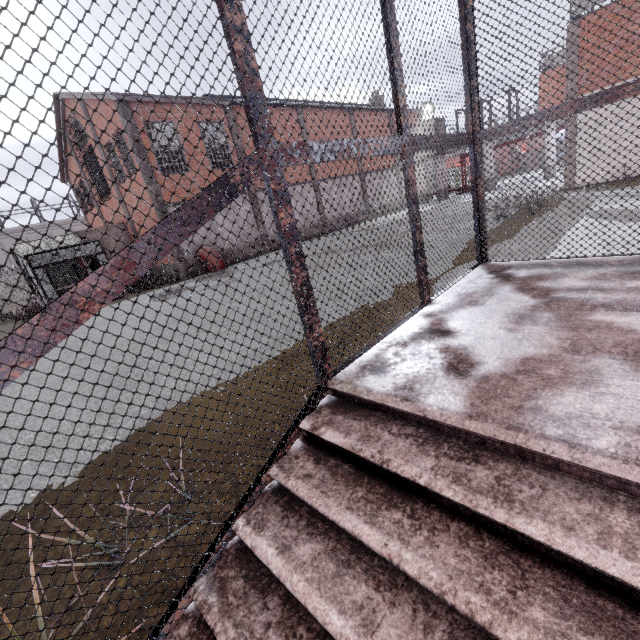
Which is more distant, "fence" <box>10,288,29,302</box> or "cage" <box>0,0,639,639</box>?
"fence" <box>10,288,29,302</box>

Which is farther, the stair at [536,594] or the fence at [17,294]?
the fence at [17,294]

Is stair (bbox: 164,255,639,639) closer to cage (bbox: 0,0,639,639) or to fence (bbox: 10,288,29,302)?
cage (bbox: 0,0,639,639)

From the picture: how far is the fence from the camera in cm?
3288

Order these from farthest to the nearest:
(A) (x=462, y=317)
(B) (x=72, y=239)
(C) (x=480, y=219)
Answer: (B) (x=72, y=239)
(C) (x=480, y=219)
(A) (x=462, y=317)

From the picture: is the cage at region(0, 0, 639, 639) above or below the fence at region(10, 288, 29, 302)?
above

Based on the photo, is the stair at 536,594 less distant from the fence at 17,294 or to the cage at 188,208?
the cage at 188,208

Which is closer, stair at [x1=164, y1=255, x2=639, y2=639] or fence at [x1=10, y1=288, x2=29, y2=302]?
stair at [x1=164, y1=255, x2=639, y2=639]
